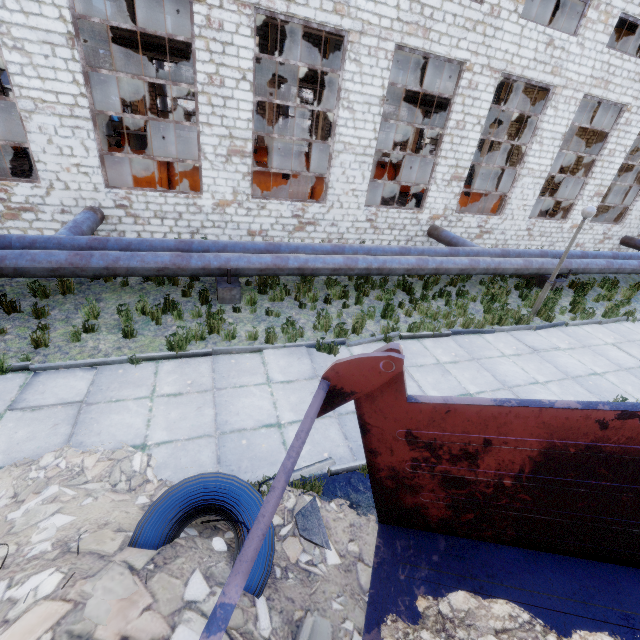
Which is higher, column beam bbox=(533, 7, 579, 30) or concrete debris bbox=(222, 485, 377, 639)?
column beam bbox=(533, 7, 579, 30)

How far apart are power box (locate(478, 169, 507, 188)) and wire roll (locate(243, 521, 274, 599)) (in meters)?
36.08

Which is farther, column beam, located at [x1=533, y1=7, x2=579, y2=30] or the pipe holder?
column beam, located at [x1=533, y1=7, x2=579, y2=30]

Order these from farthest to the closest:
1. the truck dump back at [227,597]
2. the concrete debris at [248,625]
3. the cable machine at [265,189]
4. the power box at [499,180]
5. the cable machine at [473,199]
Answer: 1. the power box at [499,180]
2. the cable machine at [473,199]
3. the cable machine at [265,189]
4. the concrete debris at [248,625]
5. the truck dump back at [227,597]

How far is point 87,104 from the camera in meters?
8.9 m

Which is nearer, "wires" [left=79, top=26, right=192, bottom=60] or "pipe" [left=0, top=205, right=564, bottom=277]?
"pipe" [left=0, top=205, right=564, bottom=277]

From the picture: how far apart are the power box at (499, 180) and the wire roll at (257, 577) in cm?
3608

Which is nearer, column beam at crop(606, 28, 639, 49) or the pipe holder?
the pipe holder
